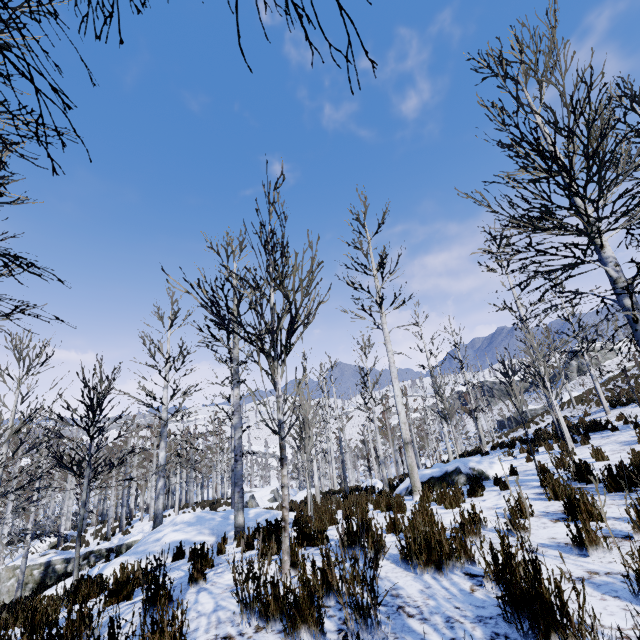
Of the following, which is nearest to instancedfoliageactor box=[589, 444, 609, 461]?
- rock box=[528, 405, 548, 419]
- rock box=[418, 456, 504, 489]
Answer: rock box=[418, 456, 504, 489]

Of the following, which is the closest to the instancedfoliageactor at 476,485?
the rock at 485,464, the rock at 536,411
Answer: the rock at 485,464

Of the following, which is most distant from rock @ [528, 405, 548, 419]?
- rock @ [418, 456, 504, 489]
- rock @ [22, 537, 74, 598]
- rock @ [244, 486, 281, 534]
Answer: rock @ [22, 537, 74, 598]

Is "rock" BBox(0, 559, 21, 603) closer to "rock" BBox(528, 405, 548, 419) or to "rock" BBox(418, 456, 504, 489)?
"rock" BBox(418, 456, 504, 489)

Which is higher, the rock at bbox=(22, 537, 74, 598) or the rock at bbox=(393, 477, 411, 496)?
the rock at bbox=(393, 477, 411, 496)

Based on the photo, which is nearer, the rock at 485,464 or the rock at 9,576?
the rock at 485,464

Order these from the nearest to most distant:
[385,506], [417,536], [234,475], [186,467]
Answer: [417,536]
[385,506]
[234,475]
[186,467]

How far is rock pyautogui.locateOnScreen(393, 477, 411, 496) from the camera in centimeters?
1019cm
